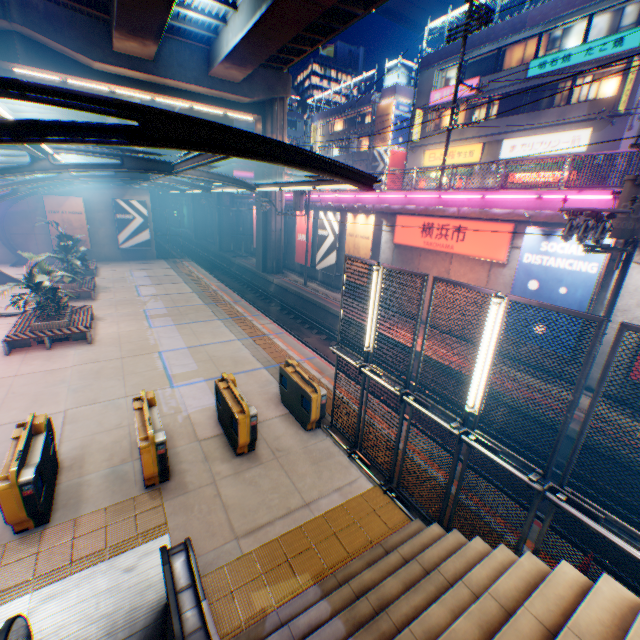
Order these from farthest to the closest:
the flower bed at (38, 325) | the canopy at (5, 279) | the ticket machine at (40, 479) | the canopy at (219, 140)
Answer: the canopy at (5, 279)
the flower bed at (38, 325)
the ticket machine at (40, 479)
the canopy at (219, 140)

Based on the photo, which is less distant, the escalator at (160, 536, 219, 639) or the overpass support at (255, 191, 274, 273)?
the escalator at (160, 536, 219, 639)

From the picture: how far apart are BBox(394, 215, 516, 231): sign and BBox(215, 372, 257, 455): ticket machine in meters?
11.8

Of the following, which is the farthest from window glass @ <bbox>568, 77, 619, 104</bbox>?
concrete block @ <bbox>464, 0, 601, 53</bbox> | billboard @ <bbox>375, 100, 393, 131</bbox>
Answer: billboard @ <bbox>375, 100, 393, 131</bbox>

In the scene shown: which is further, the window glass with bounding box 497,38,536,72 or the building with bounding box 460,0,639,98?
the window glass with bounding box 497,38,536,72

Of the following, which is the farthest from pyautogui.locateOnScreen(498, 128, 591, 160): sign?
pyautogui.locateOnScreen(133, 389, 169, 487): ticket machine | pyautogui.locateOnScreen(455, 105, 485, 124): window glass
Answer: pyautogui.locateOnScreen(133, 389, 169, 487): ticket machine

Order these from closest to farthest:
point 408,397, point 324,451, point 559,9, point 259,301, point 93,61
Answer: point 408,397, point 324,451, point 93,61, point 559,9, point 259,301

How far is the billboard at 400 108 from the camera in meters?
34.8 m
